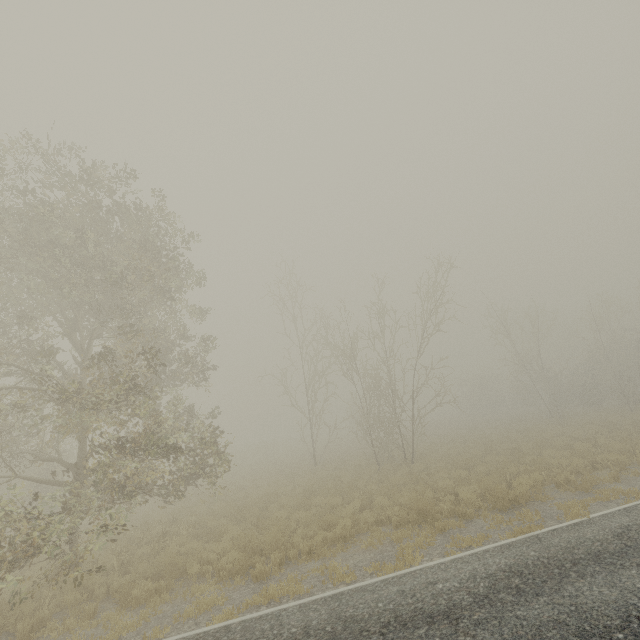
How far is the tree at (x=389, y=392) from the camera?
19.6m

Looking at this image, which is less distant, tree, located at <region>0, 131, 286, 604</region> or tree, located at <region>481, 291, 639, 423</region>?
tree, located at <region>0, 131, 286, 604</region>

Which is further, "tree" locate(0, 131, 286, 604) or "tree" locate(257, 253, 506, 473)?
"tree" locate(257, 253, 506, 473)

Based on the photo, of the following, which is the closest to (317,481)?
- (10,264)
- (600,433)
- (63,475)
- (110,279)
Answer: (63,475)

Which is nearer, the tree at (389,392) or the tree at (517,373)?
the tree at (389,392)

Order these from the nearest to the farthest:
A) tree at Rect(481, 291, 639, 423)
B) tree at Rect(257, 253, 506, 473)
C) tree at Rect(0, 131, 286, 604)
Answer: tree at Rect(0, 131, 286, 604)
tree at Rect(257, 253, 506, 473)
tree at Rect(481, 291, 639, 423)

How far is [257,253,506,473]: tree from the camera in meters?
19.6
